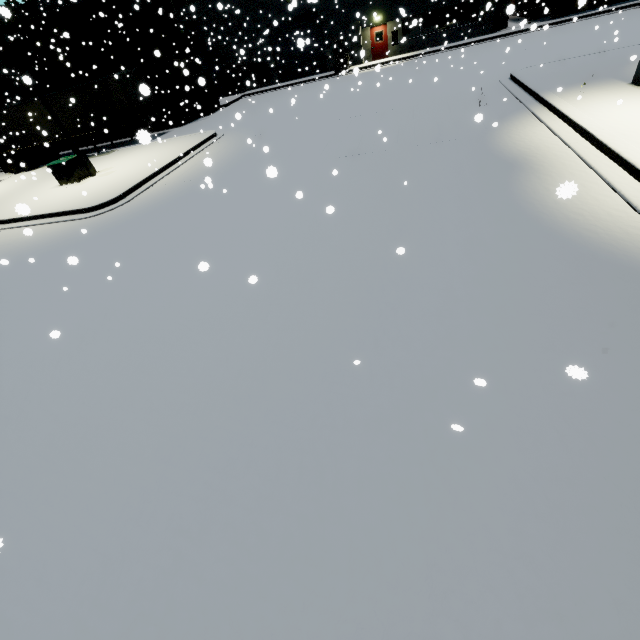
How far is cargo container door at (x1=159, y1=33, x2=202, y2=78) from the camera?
22.7 meters

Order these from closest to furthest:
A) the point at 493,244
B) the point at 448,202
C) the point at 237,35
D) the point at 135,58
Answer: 1. the point at 493,244
2. the point at 448,202
3. the point at 135,58
4. the point at 237,35

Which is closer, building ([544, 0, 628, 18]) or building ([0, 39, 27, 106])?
building ([544, 0, 628, 18])

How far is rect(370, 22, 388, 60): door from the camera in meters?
28.0

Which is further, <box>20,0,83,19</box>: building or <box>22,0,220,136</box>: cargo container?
<box>20,0,83,19</box>: building

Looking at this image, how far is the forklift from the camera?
27.1 meters

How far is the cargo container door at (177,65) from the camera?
22.70m

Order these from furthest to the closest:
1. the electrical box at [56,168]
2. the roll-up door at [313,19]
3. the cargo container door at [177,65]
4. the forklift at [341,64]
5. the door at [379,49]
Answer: the roll-up door at [313,19]
the door at [379,49]
the forklift at [341,64]
the cargo container door at [177,65]
the electrical box at [56,168]
